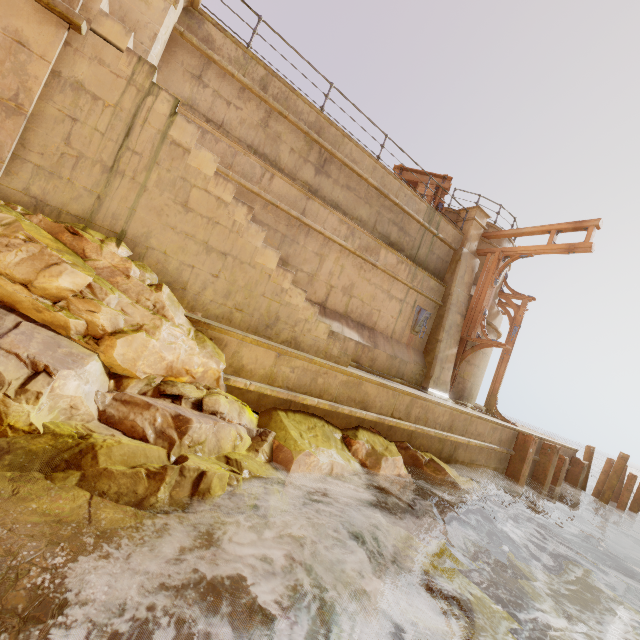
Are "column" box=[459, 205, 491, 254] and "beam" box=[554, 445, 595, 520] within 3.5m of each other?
no

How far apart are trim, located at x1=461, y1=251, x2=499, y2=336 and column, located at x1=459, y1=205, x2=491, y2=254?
0.45m

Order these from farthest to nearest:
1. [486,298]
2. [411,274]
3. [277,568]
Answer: [486,298], [411,274], [277,568]

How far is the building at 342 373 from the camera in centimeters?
496cm

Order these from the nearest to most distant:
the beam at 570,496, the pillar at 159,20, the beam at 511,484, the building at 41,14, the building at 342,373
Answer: the building at 41,14
the building at 342,373
the pillar at 159,20
the beam at 511,484
the beam at 570,496

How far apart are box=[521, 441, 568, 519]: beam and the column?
6.68m

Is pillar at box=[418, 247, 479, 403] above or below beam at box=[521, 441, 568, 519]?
above

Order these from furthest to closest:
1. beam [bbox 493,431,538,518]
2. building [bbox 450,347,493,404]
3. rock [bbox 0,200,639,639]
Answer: building [bbox 450,347,493,404] < beam [bbox 493,431,538,518] < rock [bbox 0,200,639,639]
